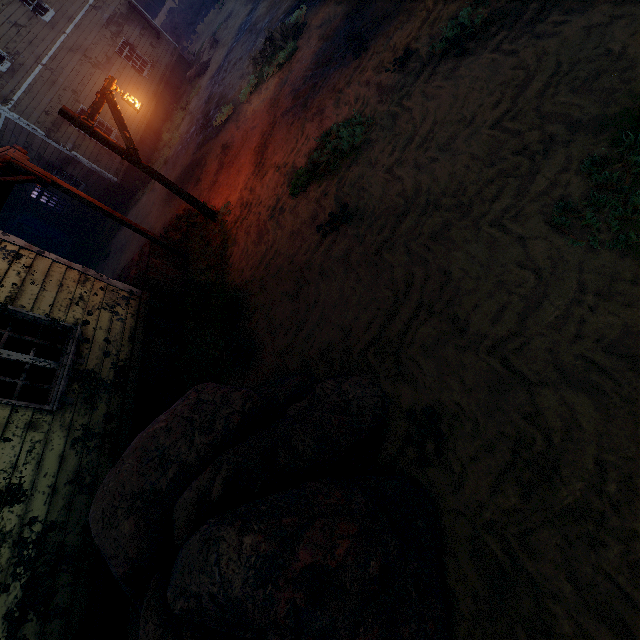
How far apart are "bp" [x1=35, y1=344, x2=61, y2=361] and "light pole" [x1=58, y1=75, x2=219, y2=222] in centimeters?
294cm

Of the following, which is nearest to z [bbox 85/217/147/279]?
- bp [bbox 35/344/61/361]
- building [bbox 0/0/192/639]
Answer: building [bbox 0/0/192/639]

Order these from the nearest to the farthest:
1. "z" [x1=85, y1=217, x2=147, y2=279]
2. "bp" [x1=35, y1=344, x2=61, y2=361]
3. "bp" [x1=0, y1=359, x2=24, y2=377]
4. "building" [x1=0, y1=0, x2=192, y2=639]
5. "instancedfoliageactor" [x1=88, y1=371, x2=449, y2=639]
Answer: "instancedfoliageactor" [x1=88, y1=371, x2=449, y2=639], "building" [x1=0, y1=0, x2=192, y2=639], "bp" [x1=0, y1=359, x2=24, y2=377], "bp" [x1=35, y1=344, x2=61, y2=361], "z" [x1=85, y1=217, x2=147, y2=279]

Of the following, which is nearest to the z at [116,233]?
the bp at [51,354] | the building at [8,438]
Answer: the building at [8,438]

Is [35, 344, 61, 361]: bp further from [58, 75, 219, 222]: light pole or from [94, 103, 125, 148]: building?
[58, 75, 219, 222]: light pole

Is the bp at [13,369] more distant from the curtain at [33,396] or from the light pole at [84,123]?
the light pole at [84,123]

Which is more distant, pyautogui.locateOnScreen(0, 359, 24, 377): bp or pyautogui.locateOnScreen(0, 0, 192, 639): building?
pyautogui.locateOnScreen(0, 359, 24, 377): bp

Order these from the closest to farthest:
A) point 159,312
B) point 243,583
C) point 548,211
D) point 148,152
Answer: point 243,583, point 548,211, point 159,312, point 148,152
